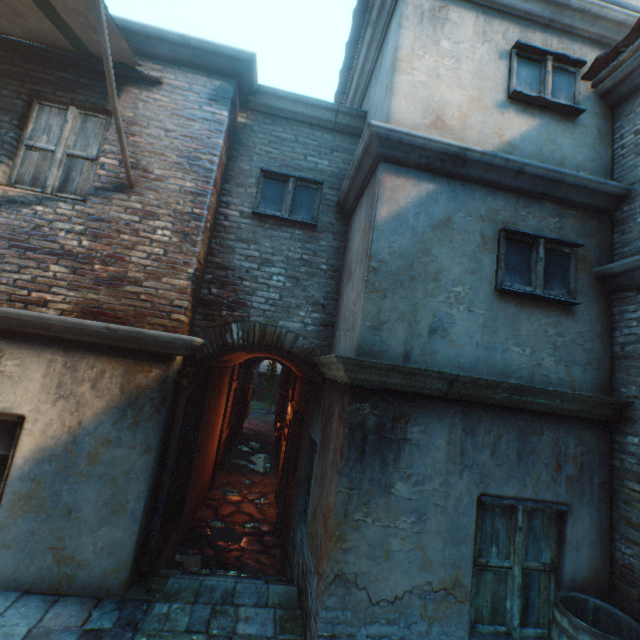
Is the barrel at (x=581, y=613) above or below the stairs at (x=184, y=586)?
above

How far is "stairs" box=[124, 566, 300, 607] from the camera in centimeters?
370cm

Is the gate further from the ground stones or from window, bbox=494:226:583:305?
window, bbox=494:226:583:305

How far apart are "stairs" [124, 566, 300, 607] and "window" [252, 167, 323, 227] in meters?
4.9

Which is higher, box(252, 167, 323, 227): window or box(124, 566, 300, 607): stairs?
box(252, 167, 323, 227): window

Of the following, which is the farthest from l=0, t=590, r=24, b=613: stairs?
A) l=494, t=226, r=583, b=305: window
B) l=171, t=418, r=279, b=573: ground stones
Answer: l=494, t=226, r=583, b=305: window

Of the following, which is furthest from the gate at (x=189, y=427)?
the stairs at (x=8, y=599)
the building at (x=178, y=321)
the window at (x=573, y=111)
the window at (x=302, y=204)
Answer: the window at (x=573, y=111)

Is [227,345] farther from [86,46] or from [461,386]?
[86,46]
